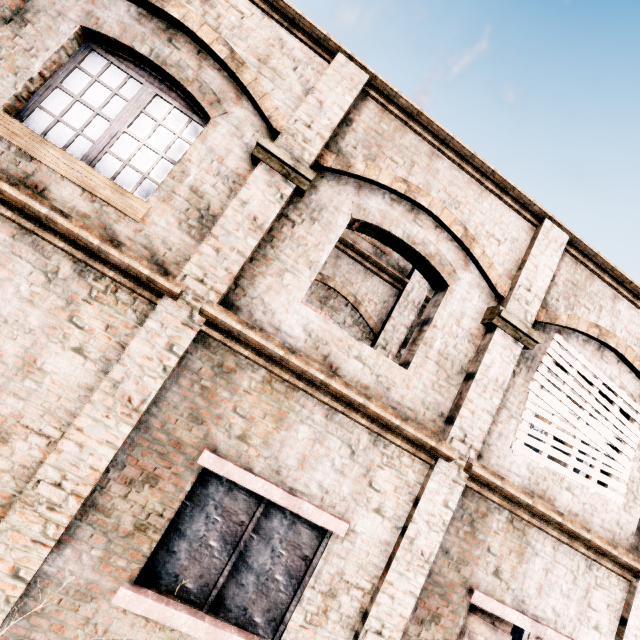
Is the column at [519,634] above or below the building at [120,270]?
below

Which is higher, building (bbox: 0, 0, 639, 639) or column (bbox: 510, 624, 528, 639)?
building (bbox: 0, 0, 639, 639)

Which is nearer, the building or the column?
the building

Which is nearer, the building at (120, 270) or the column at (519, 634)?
the building at (120, 270)

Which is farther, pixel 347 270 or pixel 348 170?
pixel 347 270
